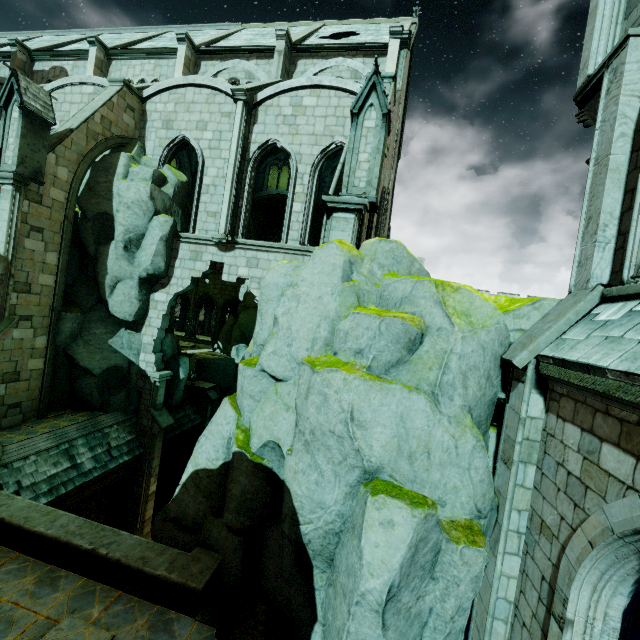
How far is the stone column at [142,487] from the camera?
14.7 meters

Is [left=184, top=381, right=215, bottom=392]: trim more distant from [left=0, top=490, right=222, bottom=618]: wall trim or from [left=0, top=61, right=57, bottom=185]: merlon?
[left=0, top=61, right=57, bottom=185]: merlon

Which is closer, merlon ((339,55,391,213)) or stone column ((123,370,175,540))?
merlon ((339,55,391,213))

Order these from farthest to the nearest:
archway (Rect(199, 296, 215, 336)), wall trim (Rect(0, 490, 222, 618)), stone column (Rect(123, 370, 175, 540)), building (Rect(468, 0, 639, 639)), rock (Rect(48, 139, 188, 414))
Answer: archway (Rect(199, 296, 215, 336)) < stone column (Rect(123, 370, 175, 540)) < rock (Rect(48, 139, 188, 414)) < wall trim (Rect(0, 490, 222, 618)) < building (Rect(468, 0, 639, 639))

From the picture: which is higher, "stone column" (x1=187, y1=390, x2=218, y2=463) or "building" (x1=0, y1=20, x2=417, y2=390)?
"building" (x1=0, y1=20, x2=417, y2=390)

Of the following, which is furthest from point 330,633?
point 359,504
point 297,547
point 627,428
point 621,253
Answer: point 621,253

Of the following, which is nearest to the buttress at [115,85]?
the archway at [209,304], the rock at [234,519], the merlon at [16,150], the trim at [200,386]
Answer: the merlon at [16,150]

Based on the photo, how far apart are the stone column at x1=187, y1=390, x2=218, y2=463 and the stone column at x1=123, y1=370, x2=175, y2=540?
3.8m
